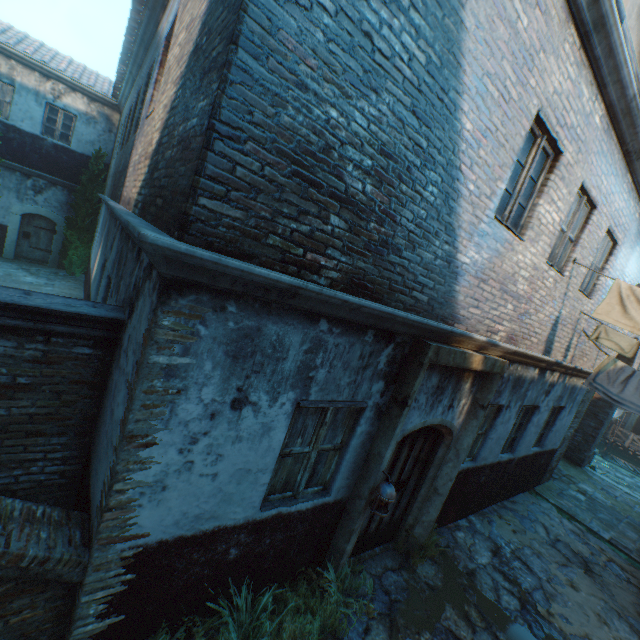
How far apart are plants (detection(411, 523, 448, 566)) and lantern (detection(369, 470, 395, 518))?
1.92m

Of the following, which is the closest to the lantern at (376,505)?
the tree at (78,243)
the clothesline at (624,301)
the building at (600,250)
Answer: the building at (600,250)

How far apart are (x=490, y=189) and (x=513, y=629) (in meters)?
6.40

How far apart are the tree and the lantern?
15.82m

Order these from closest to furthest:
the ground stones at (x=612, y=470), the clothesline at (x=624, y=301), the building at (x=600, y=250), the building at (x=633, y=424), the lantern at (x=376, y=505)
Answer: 1. the building at (x=600, y=250)
2. the lantern at (x=376, y=505)
3. the clothesline at (x=624, y=301)
4. the ground stones at (x=612, y=470)
5. the building at (x=633, y=424)

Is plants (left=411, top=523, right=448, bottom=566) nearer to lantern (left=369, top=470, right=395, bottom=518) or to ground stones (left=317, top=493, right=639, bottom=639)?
ground stones (left=317, top=493, right=639, bottom=639)

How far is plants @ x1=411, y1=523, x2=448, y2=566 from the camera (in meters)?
5.35

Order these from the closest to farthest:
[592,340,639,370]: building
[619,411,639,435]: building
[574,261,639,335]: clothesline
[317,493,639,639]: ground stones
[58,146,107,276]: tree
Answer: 1. [317,493,639,639]: ground stones
2. [574,261,639,335]: clothesline
3. [592,340,639,370]: building
4. [58,146,107,276]: tree
5. [619,411,639,435]: building
